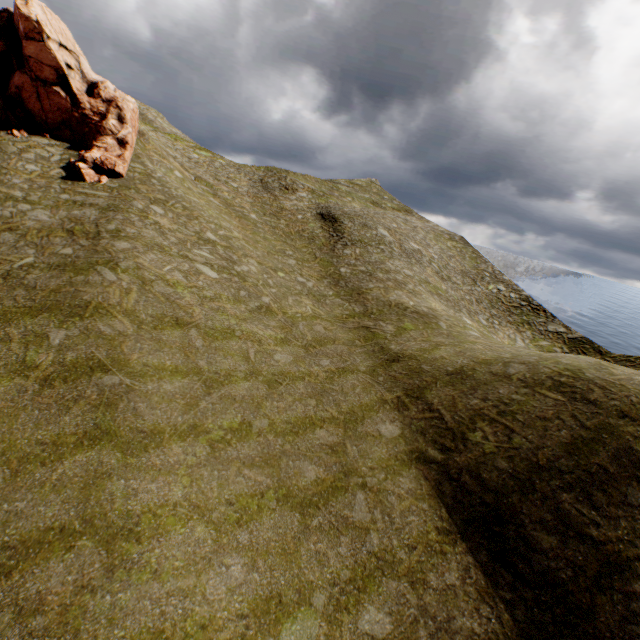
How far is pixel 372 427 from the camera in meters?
15.5
